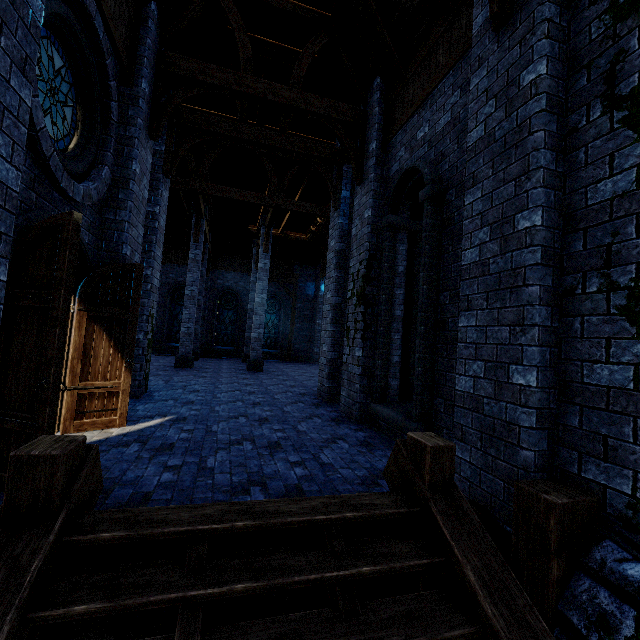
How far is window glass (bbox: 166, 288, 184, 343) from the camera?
21.2m

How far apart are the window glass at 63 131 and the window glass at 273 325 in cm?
1821

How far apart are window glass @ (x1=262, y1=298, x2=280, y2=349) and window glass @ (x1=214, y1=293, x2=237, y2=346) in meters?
1.5 m

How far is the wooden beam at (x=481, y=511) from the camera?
3.13m

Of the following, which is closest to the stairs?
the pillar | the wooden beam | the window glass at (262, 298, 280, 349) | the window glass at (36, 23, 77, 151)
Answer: the wooden beam

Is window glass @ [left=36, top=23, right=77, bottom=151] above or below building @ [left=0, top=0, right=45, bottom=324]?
above

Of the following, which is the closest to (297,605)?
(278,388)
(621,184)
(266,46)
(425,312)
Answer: (425,312)

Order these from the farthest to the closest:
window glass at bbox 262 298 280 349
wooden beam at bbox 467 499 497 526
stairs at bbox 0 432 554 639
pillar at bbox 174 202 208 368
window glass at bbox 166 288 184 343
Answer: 1. window glass at bbox 262 298 280 349
2. window glass at bbox 166 288 184 343
3. pillar at bbox 174 202 208 368
4. wooden beam at bbox 467 499 497 526
5. stairs at bbox 0 432 554 639
